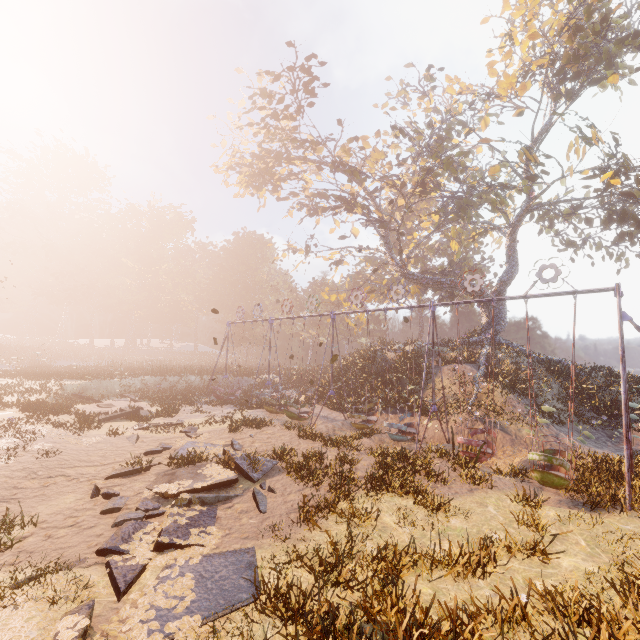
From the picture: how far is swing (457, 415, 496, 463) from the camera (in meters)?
11.45

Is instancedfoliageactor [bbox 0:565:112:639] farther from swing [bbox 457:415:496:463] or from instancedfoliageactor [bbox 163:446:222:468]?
swing [bbox 457:415:496:463]

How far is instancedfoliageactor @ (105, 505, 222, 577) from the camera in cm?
572

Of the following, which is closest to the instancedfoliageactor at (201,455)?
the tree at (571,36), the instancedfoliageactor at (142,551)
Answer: the instancedfoliageactor at (142,551)

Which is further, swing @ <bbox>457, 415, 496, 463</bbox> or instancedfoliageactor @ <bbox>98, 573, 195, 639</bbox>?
swing @ <bbox>457, 415, 496, 463</bbox>

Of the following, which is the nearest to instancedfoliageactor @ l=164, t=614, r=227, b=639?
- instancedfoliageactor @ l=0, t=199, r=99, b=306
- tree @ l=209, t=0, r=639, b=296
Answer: tree @ l=209, t=0, r=639, b=296

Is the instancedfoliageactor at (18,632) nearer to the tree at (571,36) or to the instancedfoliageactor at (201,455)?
the instancedfoliageactor at (201,455)

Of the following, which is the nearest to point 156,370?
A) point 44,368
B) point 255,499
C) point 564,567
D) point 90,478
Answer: point 44,368
